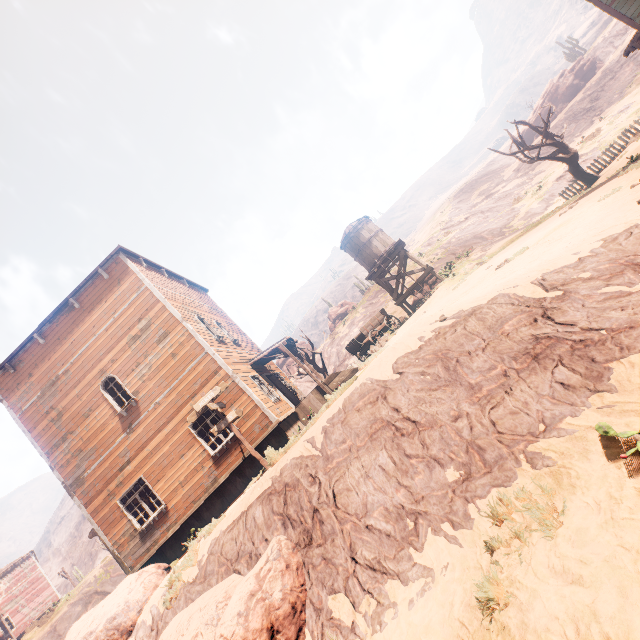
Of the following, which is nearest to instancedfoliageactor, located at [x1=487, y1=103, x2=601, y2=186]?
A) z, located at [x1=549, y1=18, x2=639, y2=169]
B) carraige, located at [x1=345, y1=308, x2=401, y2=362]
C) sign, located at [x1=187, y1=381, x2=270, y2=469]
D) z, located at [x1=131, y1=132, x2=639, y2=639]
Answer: z, located at [x1=131, y1=132, x2=639, y2=639]

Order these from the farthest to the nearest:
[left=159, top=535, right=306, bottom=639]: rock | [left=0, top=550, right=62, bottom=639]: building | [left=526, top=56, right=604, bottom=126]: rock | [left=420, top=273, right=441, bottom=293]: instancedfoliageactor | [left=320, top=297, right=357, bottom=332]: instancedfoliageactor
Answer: [left=526, top=56, right=604, bottom=126]: rock → [left=320, top=297, right=357, bottom=332]: instancedfoliageactor → [left=0, top=550, right=62, bottom=639]: building → [left=420, top=273, right=441, bottom=293]: instancedfoliageactor → [left=159, top=535, right=306, bottom=639]: rock

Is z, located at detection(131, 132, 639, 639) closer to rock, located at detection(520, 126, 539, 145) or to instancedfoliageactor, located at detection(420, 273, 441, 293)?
instancedfoliageactor, located at detection(420, 273, 441, 293)

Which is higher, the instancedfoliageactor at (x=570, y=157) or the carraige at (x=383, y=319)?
the carraige at (x=383, y=319)

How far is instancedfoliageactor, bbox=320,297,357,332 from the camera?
42.1m

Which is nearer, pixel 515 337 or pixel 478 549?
pixel 478 549

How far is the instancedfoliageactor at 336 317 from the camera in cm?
4212

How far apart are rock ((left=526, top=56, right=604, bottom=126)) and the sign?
64.10m
